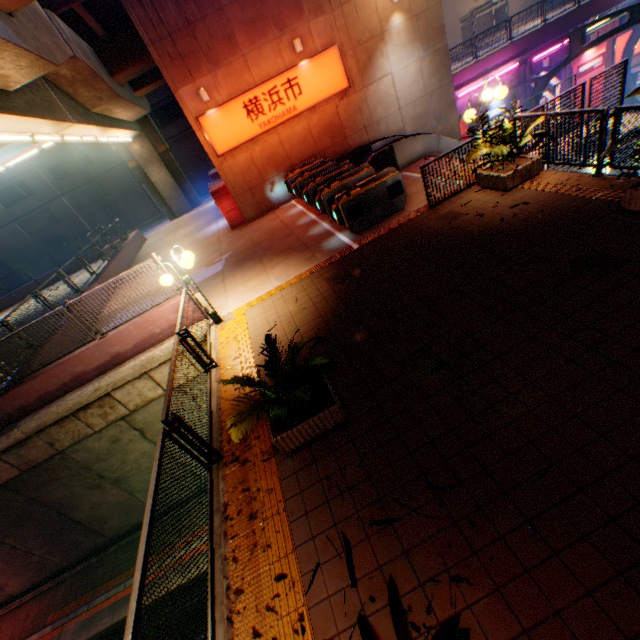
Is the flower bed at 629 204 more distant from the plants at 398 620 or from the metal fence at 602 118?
the plants at 398 620

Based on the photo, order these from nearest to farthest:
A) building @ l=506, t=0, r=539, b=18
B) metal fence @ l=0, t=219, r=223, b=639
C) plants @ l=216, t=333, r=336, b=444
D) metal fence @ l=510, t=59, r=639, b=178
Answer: metal fence @ l=0, t=219, r=223, b=639 → plants @ l=216, t=333, r=336, b=444 → metal fence @ l=510, t=59, r=639, b=178 → building @ l=506, t=0, r=539, b=18

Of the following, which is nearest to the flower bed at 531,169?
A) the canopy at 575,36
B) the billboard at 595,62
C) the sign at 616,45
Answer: the canopy at 575,36

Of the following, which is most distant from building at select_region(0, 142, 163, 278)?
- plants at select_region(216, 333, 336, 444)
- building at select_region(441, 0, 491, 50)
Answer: plants at select_region(216, 333, 336, 444)

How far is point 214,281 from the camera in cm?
1157

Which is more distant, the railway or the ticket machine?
the railway

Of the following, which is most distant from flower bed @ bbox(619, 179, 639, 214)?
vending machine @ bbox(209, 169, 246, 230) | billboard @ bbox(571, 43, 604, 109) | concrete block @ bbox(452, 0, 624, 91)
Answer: billboard @ bbox(571, 43, 604, 109)

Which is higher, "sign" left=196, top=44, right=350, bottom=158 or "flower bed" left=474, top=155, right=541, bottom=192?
"sign" left=196, top=44, right=350, bottom=158
